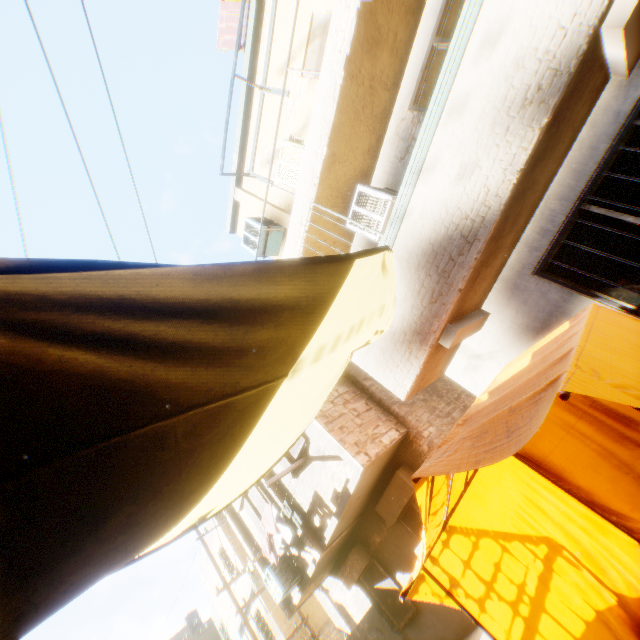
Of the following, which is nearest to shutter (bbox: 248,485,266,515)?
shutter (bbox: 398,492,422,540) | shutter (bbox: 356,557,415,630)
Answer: shutter (bbox: 356,557,415,630)

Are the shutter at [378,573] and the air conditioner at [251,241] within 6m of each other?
no

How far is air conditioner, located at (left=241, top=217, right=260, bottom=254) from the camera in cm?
823

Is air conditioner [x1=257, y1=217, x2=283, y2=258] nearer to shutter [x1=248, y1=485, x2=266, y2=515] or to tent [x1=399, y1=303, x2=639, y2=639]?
tent [x1=399, y1=303, x2=639, y2=639]

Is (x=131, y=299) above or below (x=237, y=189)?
below

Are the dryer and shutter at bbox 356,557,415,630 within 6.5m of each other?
yes

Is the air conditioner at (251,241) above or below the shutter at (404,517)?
above

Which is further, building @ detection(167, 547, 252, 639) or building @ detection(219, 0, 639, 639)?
building @ detection(167, 547, 252, 639)
